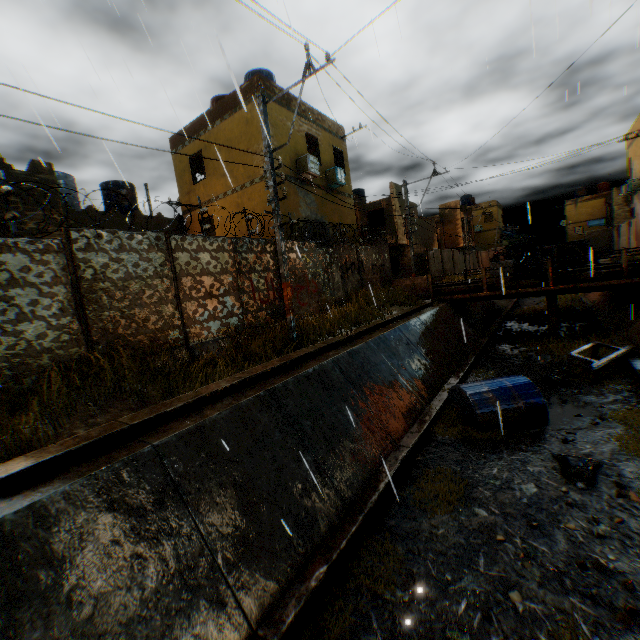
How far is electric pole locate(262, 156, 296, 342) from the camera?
8.8m

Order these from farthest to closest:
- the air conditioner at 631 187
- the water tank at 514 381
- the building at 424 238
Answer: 1. the building at 424 238
2. the air conditioner at 631 187
3. the water tank at 514 381

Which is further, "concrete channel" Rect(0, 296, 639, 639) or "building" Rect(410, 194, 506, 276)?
"building" Rect(410, 194, 506, 276)

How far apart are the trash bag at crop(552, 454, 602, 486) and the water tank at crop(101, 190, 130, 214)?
20.04m

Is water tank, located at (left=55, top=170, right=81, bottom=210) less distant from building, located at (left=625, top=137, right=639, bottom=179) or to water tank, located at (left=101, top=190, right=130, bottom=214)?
water tank, located at (left=101, top=190, right=130, bottom=214)

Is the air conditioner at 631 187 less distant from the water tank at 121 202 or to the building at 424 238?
the building at 424 238

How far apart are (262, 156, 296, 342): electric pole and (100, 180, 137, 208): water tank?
11.60m

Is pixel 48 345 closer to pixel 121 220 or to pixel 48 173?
pixel 48 173
